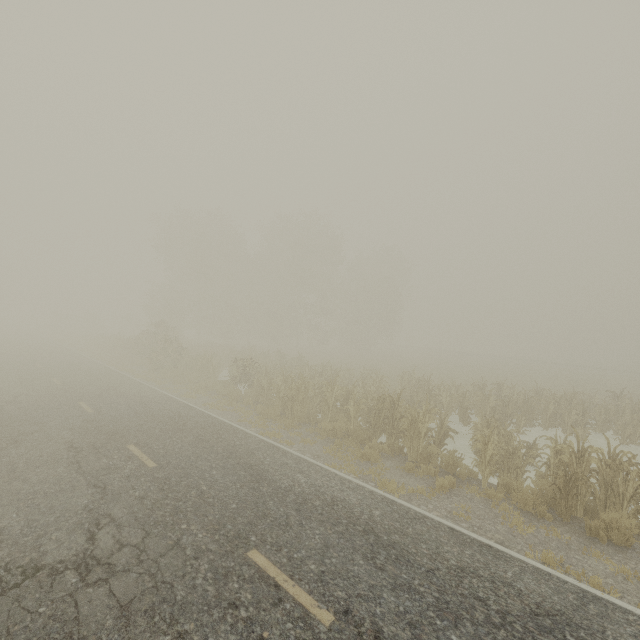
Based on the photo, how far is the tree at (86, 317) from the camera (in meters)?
54.19

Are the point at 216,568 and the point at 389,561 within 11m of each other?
yes

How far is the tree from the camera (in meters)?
54.19
